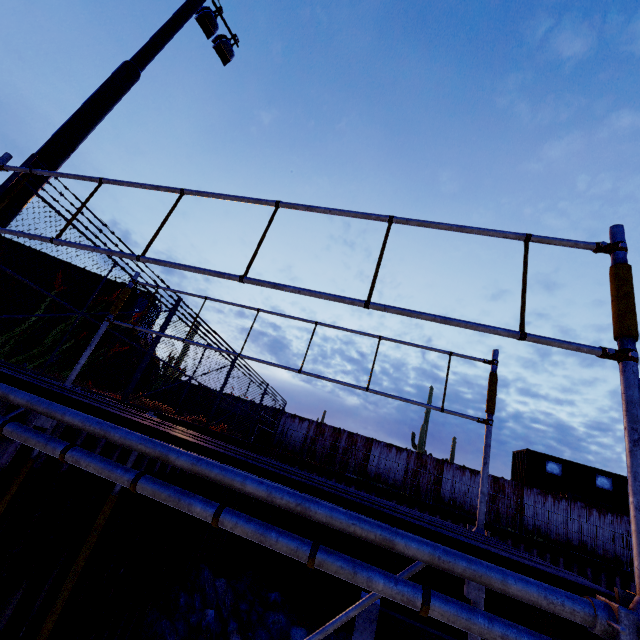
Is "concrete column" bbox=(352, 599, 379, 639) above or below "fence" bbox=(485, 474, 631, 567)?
below

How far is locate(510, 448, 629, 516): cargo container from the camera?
18.22m

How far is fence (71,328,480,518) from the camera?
8.94m

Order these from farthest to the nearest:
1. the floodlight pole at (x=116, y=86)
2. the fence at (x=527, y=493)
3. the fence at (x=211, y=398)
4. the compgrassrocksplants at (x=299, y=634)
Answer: the fence at (x=527, y=493)
the compgrassrocksplants at (x=299, y=634)
the fence at (x=211, y=398)
the floodlight pole at (x=116, y=86)

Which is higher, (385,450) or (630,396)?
(385,450)

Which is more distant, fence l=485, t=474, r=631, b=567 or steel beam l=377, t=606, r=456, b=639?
fence l=485, t=474, r=631, b=567

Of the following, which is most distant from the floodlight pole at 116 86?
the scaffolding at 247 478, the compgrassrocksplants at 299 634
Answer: the compgrassrocksplants at 299 634

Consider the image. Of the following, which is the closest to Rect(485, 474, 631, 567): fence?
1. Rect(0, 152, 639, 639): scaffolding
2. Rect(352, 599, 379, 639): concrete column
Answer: Rect(0, 152, 639, 639): scaffolding
